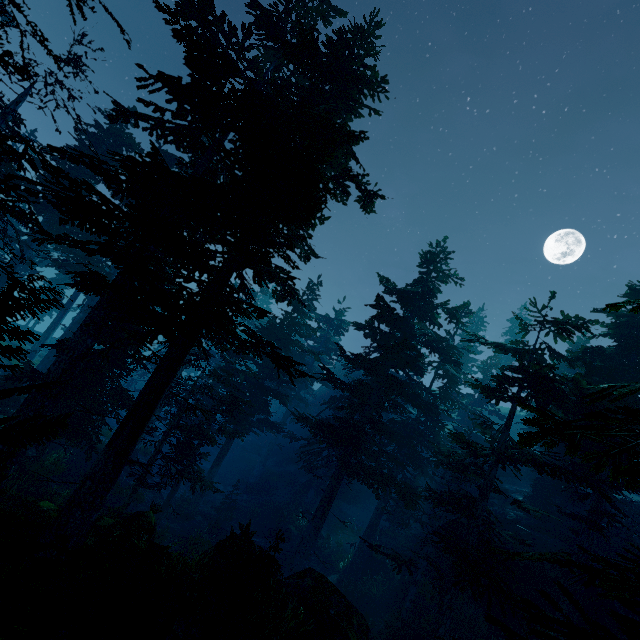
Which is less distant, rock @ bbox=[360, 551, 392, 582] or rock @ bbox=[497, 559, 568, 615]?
rock @ bbox=[497, 559, 568, 615]

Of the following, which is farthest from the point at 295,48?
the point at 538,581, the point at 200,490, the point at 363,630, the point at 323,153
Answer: the point at 538,581

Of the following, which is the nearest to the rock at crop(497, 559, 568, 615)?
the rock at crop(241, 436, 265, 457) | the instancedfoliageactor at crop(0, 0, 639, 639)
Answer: the instancedfoliageactor at crop(0, 0, 639, 639)

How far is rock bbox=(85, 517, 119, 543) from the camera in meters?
11.1 m

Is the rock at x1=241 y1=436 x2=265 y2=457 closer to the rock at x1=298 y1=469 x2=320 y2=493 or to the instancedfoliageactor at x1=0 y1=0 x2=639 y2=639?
the instancedfoliageactor at x1=0 y1=0 x2=639 y2=639

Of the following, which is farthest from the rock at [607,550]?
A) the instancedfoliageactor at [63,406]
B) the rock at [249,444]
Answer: the rock at [249,444]

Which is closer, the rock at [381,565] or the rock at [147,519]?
the rock at [147,519]
